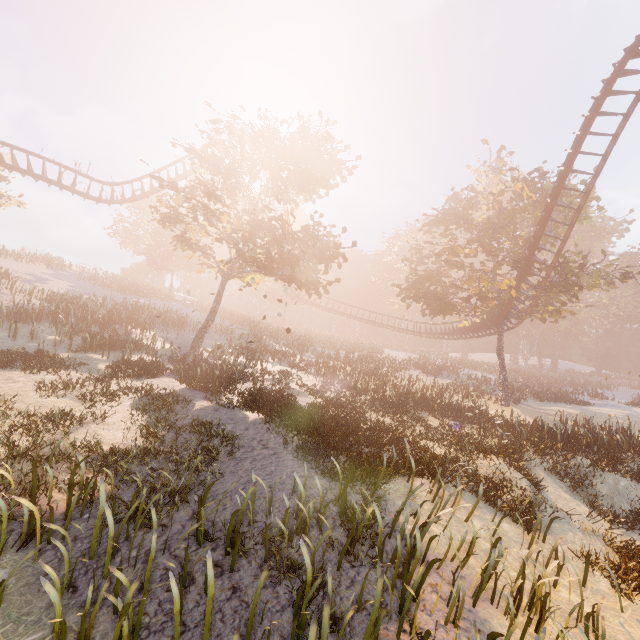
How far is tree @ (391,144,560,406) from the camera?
23.2m

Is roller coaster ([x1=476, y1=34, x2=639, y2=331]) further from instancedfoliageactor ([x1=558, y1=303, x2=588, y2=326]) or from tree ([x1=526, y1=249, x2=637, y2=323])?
instancedfoliageactor ([x1=558, y1=303, x2=588, y2=326])

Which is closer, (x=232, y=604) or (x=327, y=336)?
(x=232, y=604)

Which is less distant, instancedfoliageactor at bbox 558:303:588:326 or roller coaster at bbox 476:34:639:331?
roller coaster at bbox 476:34:639:331

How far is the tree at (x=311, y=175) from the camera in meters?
16.2

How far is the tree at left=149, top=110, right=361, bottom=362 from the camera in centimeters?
1622cm

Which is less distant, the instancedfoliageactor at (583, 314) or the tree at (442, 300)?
the tree at (442, 300)

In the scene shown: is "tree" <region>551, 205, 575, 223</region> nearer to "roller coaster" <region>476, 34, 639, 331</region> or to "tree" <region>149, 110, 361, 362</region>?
"roller coaster" <region>476, 34, 639, 331</region>
